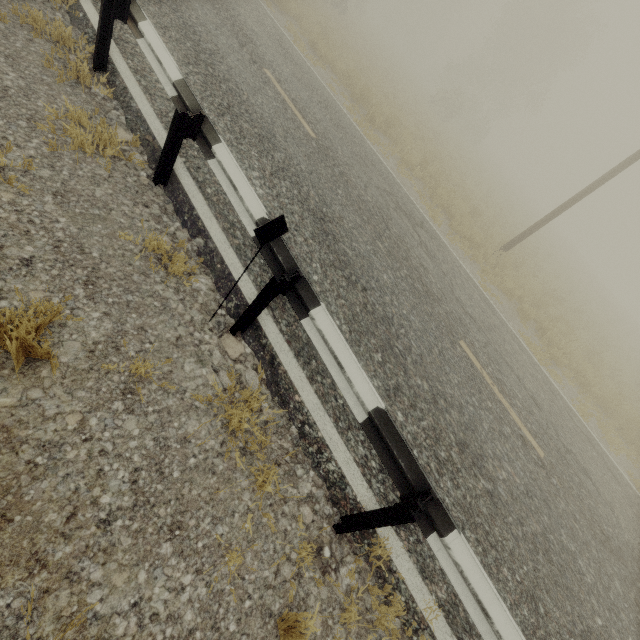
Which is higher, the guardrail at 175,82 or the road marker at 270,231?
the road marker at 270,231

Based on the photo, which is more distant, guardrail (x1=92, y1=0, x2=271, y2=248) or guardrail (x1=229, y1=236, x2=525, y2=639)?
guardrail (x1=92, y1=0, x2=271, y2=248)

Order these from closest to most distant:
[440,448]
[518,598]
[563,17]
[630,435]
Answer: [518,598], [440,448], [630,435], [563,17]

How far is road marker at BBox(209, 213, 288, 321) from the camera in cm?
223

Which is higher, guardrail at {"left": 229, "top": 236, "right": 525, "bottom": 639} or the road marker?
the road marker

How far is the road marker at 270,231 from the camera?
2.2m

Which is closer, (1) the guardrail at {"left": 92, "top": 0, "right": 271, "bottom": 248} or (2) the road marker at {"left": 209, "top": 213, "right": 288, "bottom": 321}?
(2) the road marker at {"left": 209, "top": 213, "right": 288, "bottom": 321}
